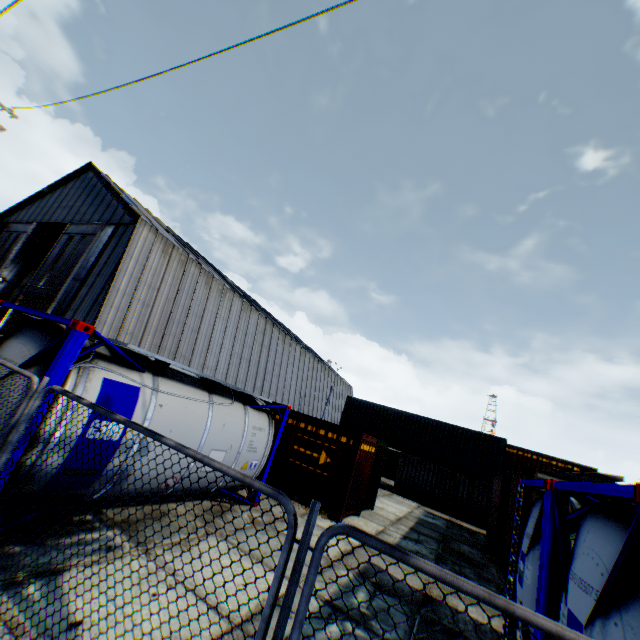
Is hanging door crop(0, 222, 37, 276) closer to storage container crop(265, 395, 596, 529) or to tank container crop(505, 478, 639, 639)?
storage container crop(265, 395, 596, 529)

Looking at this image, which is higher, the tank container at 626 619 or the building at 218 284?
the building at 218 284

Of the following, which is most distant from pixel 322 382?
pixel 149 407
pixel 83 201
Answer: pixel 149 407

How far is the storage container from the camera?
11.5 meters

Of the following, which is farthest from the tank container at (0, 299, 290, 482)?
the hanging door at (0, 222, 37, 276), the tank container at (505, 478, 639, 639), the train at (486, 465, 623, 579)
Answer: the hanging door at (0, 222, 37, 276)

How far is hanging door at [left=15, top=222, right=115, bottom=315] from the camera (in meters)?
20.72

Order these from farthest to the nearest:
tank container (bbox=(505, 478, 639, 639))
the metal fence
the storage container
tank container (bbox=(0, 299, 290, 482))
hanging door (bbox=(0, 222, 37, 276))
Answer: hanging door (bbox=(0, 222, 37, 276)), the storage container, tank container (bbox=(0, 299, 290, 482)), tank container (bbox=(505, 478, 639, 639)), the metal fence

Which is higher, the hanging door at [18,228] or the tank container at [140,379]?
the hanging door at [18,228]
